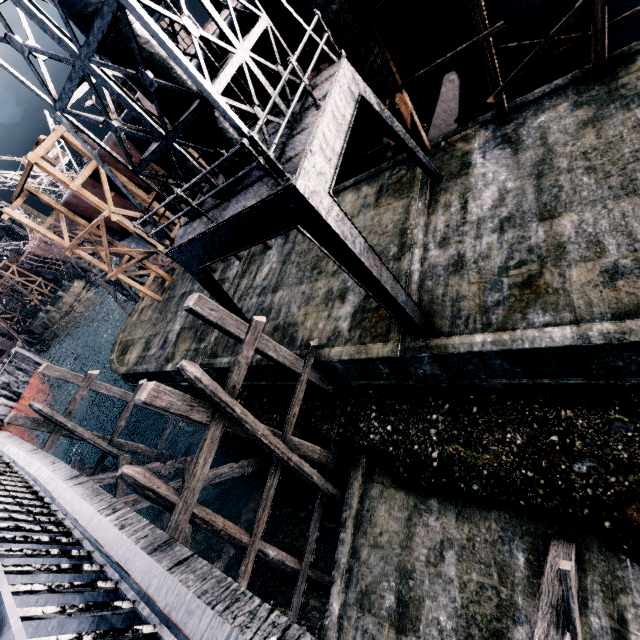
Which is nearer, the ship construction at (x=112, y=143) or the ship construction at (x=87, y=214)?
the ship construction at (x=112, y=143)

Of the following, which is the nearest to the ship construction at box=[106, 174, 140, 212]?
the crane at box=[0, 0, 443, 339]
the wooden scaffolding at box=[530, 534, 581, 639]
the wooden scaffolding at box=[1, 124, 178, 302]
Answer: the wooden scaffolding at box=[1, 124, 178, 302]

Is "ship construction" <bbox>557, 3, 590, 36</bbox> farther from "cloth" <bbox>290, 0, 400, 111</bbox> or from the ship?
the ship

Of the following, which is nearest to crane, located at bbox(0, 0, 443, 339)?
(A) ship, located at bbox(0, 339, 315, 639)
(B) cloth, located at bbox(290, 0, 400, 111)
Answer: (B) cloth, located at bbox(290, 0, 400, 111)

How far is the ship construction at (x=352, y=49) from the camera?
11.4m

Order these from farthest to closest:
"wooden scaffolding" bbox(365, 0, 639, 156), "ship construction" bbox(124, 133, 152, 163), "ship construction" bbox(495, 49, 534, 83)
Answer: "ship construction" bbox(124, 133, 152, 163) → "ship construction" bbox(495, 49, 534, 83) → "wooden scaffolding" bbox(365, 0, 639, 156)

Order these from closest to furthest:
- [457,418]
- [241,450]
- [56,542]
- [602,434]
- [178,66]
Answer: [56,542], [178,66], [602,434], [457,418], [241,450]

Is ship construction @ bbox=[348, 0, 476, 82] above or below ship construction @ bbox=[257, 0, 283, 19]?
below
